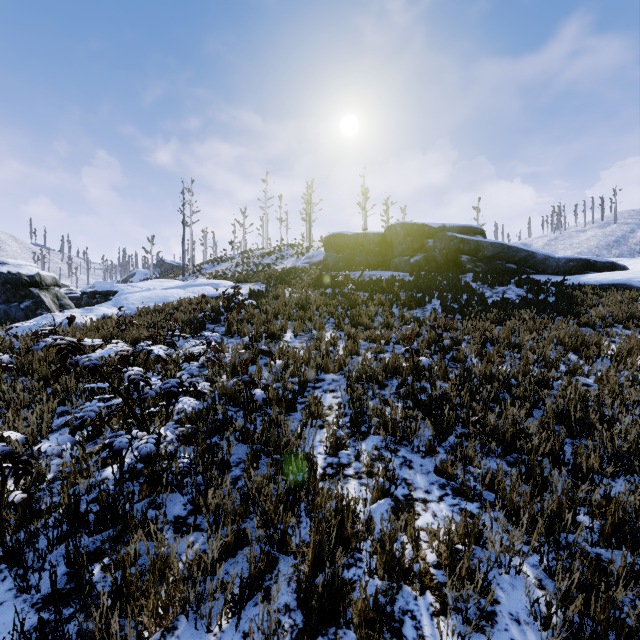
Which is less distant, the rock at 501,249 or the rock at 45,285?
the rock at 45,285

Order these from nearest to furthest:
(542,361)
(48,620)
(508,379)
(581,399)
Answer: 1. (48,620)
2. (581,399)
3. (508,379)
4. (542,361)

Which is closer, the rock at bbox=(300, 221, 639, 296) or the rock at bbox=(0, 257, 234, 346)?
the rock at bbox=(0, 257, 234, 346)
